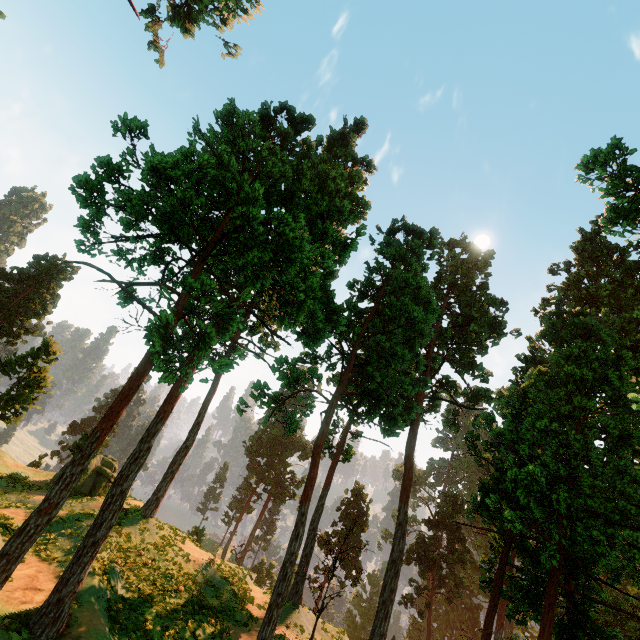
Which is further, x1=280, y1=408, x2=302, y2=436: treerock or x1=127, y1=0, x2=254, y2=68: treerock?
x1=127, y1=0, x2=254, y2=68: treerock

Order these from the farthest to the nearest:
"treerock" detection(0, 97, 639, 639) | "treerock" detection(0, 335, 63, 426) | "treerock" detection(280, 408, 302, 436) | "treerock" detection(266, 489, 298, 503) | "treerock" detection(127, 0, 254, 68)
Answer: "treerock" detection(266, 489, 298, 503) < "treerock" detection(0, 335, 63, 426) < "treerock" detection(127, 0, 254, 68) < "treerock" detection(280, 408, 302, 436) < "treerock" detection(0, 97, 639, 639)

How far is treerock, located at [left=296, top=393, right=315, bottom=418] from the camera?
18.8m

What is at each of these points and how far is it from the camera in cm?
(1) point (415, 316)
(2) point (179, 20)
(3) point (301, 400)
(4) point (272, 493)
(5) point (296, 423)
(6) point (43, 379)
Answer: (1) treerock, 2031
(2) treerock, 2570
(3) treerock, 2142
(4) treerock, 5922
(5) treerock, 1842
(6) treerock, 3167

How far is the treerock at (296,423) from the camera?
18.38m

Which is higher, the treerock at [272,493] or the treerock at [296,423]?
the treerock at [296,423]
